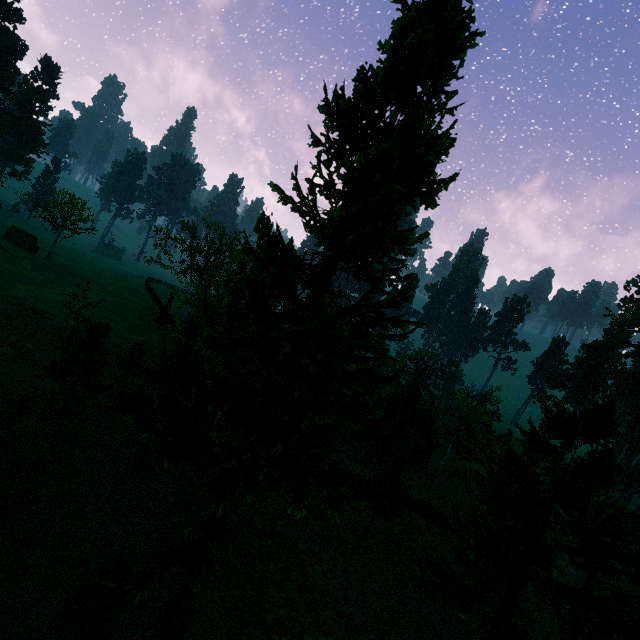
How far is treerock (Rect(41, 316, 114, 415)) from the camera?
18.4m

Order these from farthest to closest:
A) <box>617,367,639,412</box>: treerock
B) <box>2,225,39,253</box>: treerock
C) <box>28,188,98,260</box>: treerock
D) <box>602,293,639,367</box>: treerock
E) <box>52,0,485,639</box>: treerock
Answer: <box>602,293,639,367</box>: treerock
<box>617,367,639,412</box>: treerock
<box>28,188,98,260</box>: treerock
<box>2,225,39,253</box>: treerock
<box>52,0,485,639</box>: treerock

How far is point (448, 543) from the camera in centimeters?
2469cm

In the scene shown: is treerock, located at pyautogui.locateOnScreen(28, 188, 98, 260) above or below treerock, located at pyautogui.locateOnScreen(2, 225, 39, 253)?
above

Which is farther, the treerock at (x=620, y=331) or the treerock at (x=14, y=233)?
the treerock at (x=620, y=331)

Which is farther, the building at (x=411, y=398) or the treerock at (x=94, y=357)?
the building at (x=411, y=398)

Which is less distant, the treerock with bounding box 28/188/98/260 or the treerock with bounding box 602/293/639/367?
the treerock with bounding box 28/188/98/260
